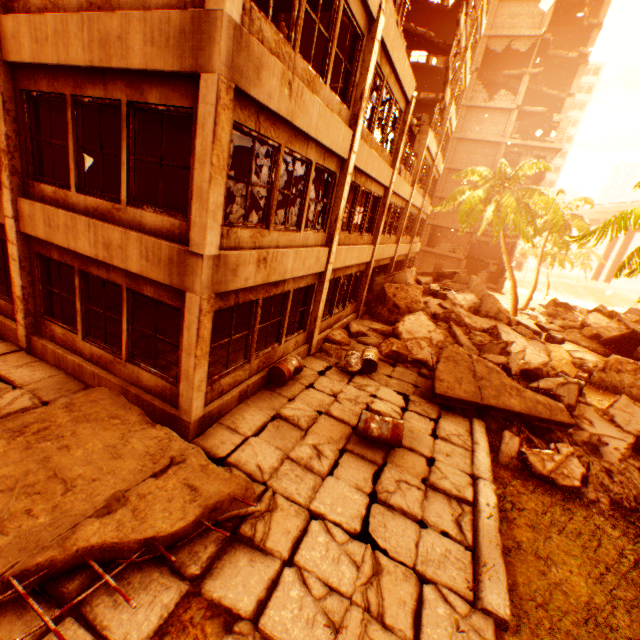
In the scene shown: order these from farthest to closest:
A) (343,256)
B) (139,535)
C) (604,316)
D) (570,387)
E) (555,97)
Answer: (555,97) < (604,316) < (343,256) < (570,387) < (139,535)

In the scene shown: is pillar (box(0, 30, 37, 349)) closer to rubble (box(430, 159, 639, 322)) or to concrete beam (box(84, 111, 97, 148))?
concrete beam (box(84, 111, 97, 148))

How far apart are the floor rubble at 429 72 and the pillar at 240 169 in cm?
1507

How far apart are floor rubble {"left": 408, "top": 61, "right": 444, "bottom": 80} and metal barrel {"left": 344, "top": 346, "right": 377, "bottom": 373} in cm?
2259

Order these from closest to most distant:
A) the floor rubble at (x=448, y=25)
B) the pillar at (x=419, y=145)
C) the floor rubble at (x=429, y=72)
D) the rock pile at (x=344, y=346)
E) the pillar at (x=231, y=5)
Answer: the pillar at (x=231, y=5)
the rock pile at (x=344, y=346)
the pillar at (x=419, y=145)
the floor rubble at (x=448, y=25)
the floor rubble at (x=429, y=72)

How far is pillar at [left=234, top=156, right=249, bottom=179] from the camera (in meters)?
15.35

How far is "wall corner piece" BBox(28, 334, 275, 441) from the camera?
6.0m

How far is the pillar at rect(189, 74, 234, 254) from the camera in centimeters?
425cm
